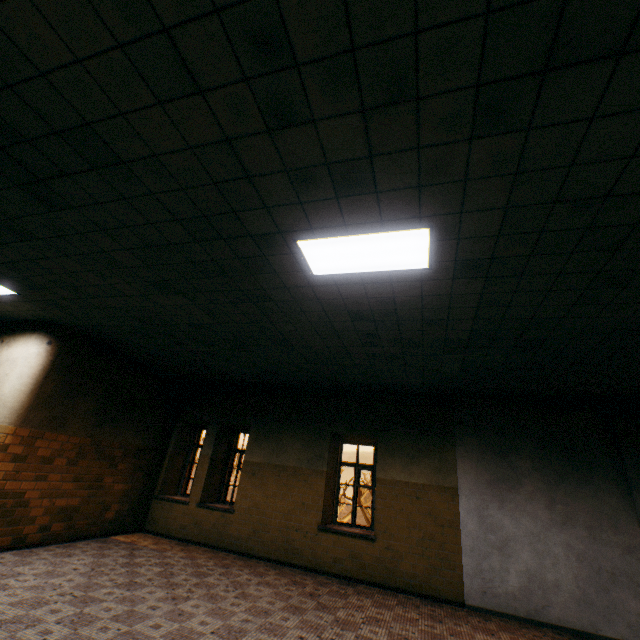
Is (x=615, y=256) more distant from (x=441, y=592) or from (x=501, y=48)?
(x=441, y=592)

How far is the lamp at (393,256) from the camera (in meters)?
3.03

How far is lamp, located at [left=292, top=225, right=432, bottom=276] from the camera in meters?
3.0 m
